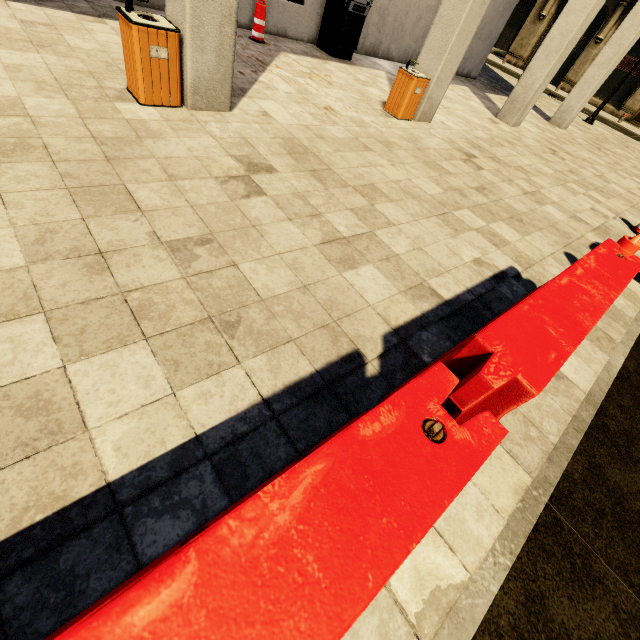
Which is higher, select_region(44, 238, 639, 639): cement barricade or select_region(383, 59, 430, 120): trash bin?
select_region(44, 238, 639, 639): cement barricade

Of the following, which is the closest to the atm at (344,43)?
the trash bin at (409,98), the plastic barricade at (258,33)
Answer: the plastic barricade at (258,33)

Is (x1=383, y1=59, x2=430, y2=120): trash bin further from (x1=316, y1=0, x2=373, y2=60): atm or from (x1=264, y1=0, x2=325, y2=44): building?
(x1=316, y1=0, x2=373, y2=60): atm

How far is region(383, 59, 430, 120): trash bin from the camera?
6.3 meters

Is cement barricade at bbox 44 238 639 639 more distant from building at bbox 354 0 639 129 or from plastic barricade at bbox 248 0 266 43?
plastic barricade at bbox 248 0 266 43

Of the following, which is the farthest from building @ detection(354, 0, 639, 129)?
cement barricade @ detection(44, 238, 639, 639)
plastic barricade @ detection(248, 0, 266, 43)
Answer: cement barricade @ detection(44, 238, 639, 639)

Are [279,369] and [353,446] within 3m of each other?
yes

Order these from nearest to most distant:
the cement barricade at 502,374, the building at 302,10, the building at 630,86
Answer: the cement barricade at 502,374
the building at 302,10
the building at 630,86
